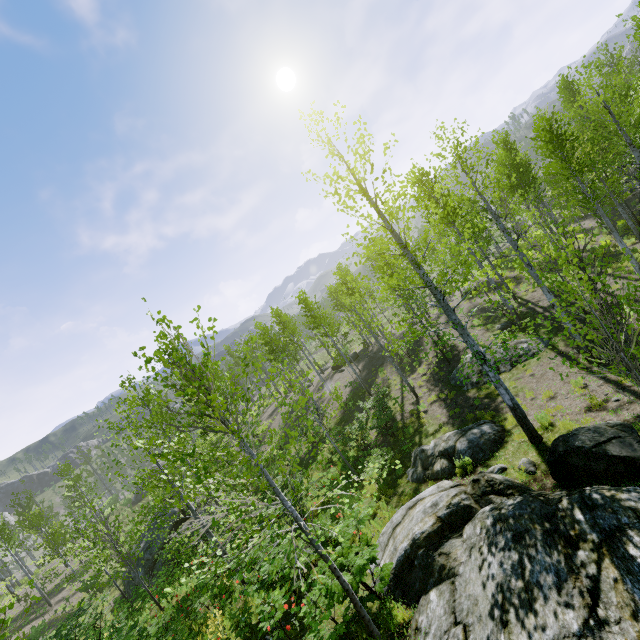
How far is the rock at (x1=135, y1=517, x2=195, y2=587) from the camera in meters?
19.9

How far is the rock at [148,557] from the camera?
19.9m

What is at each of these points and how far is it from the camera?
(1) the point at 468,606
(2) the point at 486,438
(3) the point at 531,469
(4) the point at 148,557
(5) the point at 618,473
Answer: (1) rock, 4.6 meters
(2) rock, 10.0 meters
(3) rock, 7.9 meters
(4) rock, 20.5 meters
(5) rock, 6.3 meters

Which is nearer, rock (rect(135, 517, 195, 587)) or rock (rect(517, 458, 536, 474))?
Result: rock (rect(517, 458, 536, 474))

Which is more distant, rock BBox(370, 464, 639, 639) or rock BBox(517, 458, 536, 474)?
rock BBox(517, 458, 536, 474)

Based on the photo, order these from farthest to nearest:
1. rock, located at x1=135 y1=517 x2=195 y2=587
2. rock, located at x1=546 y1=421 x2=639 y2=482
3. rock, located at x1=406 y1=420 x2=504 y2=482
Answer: rock, located at x1=135 y1=517 x2=195 y2=587 → rock, located at x1=406 y1=420 x2=504 y2=482 → rock, located at x1=546 y1=421 x2=639 y2=482

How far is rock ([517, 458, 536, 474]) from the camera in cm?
787

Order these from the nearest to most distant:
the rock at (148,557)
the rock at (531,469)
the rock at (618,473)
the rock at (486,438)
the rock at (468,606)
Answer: the rock at (468,606), the rock at (618,473), the rock at (531,469), the rock at (486,438), the rock at (148,557)
